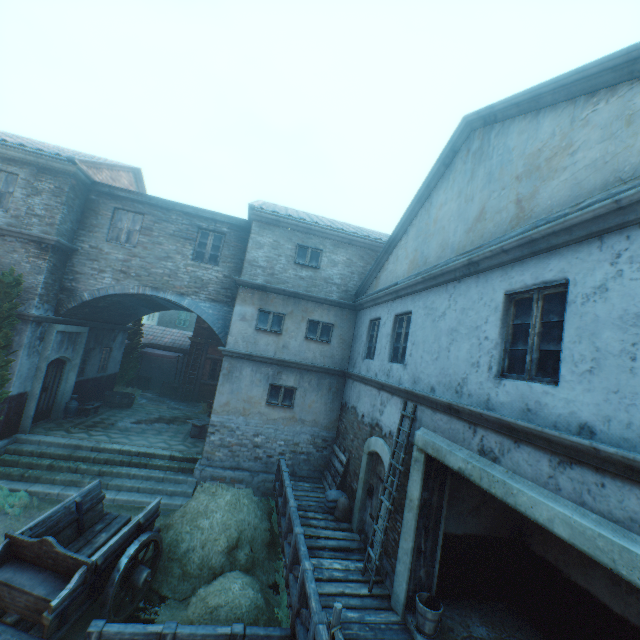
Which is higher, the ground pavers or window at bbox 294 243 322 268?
window at bbox 294 243 322 268

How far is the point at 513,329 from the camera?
4.8 meters

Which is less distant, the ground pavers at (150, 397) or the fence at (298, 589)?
the fence at (298, 589)

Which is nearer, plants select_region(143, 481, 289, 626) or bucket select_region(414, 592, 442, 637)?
bucket select_region(414, 592, 442, 637)

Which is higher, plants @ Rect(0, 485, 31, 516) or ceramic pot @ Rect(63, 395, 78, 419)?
ceramic pot @ Rect(63, 395, 78, 419)

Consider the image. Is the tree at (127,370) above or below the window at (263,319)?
below

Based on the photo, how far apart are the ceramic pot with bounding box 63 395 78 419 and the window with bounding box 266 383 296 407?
7.9m

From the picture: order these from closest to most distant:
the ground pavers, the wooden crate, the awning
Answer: the awning
the wooden crate
the ground pavers
